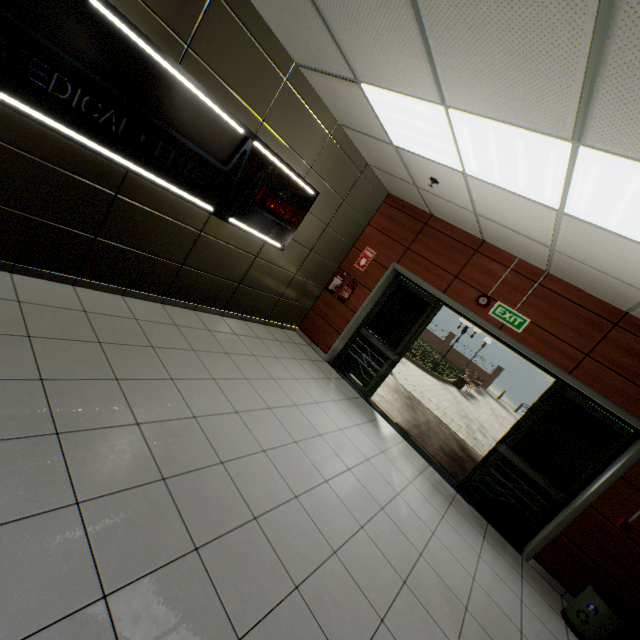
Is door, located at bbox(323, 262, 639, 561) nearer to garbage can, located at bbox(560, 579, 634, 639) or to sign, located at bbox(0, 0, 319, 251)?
garbage can, located at bbox(560, 579, 634, 639)

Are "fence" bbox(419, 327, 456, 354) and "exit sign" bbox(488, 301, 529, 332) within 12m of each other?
no

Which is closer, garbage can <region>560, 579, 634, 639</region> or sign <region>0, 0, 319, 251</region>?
sign <region>0, 0, 319, 251</region>

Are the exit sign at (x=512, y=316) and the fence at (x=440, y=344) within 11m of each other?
no

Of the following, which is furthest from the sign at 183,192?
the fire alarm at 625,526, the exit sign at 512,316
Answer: the fire alarm at 625,526

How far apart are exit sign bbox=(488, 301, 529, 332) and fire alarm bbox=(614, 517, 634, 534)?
2.4m

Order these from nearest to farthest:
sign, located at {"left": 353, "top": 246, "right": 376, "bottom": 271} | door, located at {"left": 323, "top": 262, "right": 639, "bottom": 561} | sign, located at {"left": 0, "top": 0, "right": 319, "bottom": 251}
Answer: sign, located at {"left": 0, "top": 0, "right": 319, "bottom": 251}
door, located at {"left": 323, "top": 262, "right": 639, "bottom": 561}
sign, located at {"left": 353, "top": 246, "right": 376, "bottom": 271}

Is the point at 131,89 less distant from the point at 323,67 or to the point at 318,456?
the point at 323,67
